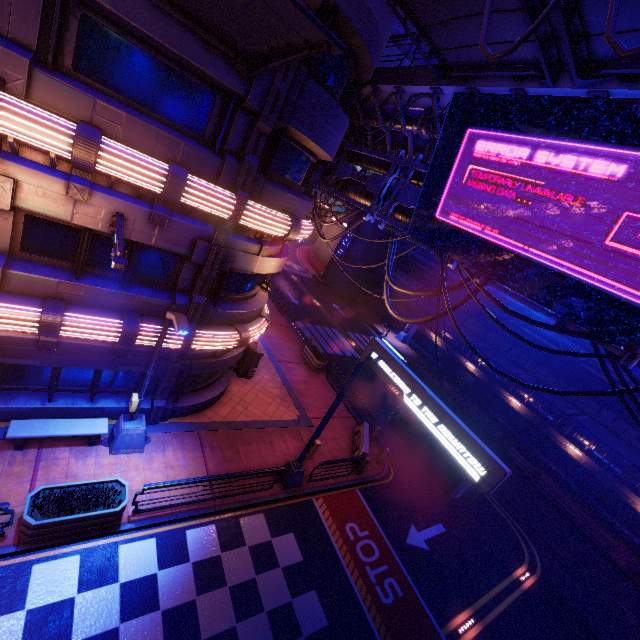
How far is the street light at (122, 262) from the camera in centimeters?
630cm

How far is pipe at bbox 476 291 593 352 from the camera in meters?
24.6 m

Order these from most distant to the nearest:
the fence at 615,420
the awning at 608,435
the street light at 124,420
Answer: the fence at 615,420, the awning at 608,435, the street light at 124,420

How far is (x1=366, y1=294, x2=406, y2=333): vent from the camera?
40.00m

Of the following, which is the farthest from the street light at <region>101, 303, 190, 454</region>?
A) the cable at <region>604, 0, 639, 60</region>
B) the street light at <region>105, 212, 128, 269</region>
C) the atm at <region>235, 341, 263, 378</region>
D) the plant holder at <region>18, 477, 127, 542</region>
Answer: the cable at <region>604, 0, 639, 60</region>

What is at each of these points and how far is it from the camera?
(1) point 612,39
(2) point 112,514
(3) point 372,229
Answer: (1) cable, 3.1m
(2) plant holder, 8.8m
(3) wall arch, 40.1m

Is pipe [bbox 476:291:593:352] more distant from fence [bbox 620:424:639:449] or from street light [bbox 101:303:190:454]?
street light [bbox 101:303:190:454]

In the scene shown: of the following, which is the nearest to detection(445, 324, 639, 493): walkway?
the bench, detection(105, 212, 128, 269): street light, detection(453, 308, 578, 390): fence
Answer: detection(453, 308, 578, 390): fence
